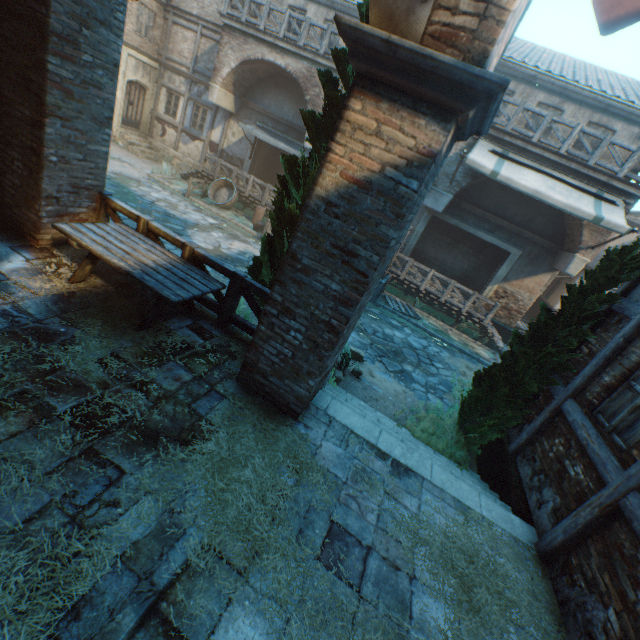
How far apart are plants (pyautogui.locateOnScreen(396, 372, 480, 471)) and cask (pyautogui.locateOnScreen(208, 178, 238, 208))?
12.9m

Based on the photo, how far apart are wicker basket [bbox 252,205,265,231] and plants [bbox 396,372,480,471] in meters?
10.5

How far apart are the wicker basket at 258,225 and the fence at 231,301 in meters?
9.2

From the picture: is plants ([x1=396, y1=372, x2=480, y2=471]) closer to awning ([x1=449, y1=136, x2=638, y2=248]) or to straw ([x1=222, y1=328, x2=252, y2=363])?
straw ([x1=222, y1=328, x2=252, y2=363])

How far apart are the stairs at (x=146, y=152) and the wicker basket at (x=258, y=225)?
8.1m

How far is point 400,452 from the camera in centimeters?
457cm

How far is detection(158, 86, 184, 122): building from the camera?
18.3 meters

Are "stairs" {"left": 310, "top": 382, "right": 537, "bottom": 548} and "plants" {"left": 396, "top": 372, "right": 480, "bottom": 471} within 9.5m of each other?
yes
